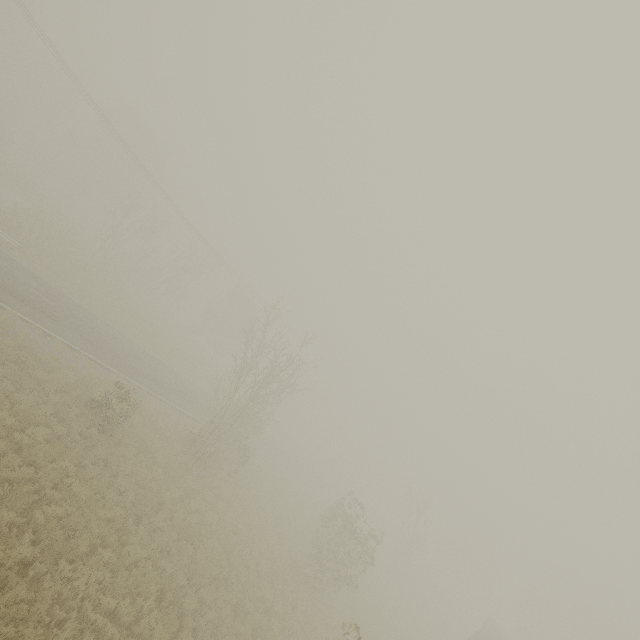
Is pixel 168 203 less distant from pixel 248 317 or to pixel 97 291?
pixel 97 291
